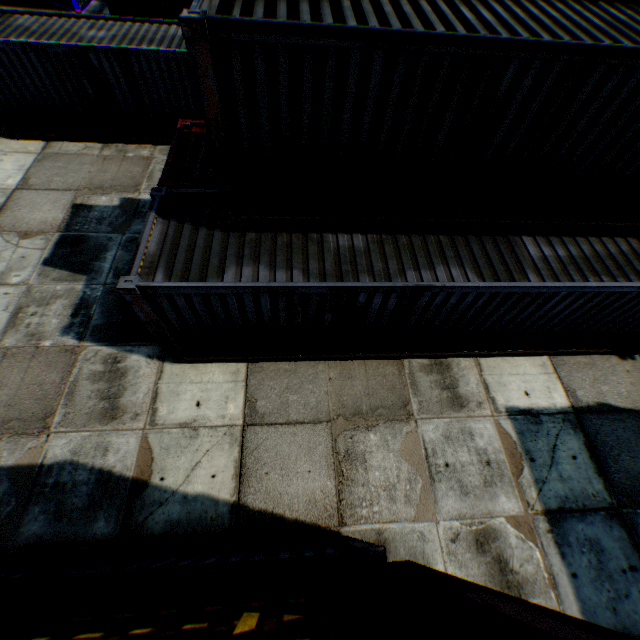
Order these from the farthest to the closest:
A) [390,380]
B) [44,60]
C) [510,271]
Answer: [44,60] < [390,380] < [510,271]

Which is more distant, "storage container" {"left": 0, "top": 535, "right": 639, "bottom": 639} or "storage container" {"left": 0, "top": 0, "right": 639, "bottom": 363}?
"storage container" {"left": 0, "top": 0, "right": 639, "bottom": 363}

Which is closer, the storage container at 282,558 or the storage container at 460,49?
the storage container at 282,558
